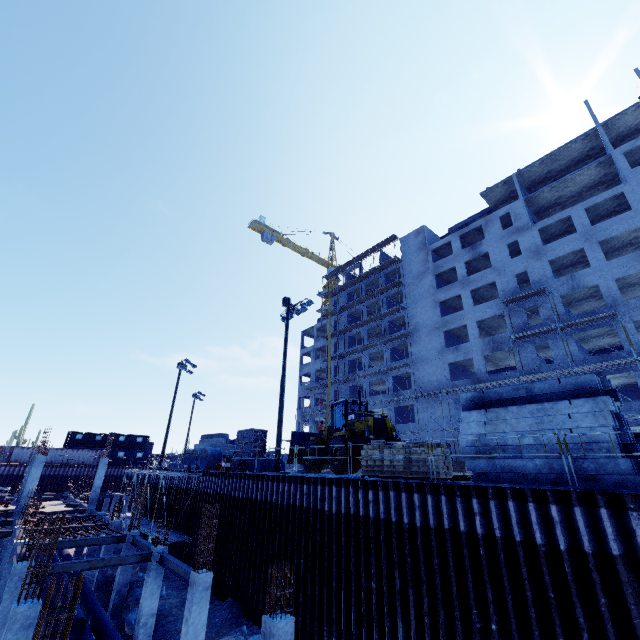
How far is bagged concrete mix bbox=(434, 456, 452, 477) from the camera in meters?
11.6

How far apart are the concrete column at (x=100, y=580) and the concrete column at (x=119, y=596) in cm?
433

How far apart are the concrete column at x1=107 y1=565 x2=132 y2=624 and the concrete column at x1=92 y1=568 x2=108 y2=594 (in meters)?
4.33

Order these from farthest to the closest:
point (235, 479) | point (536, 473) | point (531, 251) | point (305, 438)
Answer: point (531, 251)
point (305, 438)
point (235, 479)
point (536, 473)

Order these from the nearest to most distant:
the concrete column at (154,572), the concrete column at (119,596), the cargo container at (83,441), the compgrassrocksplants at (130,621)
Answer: the concrete column at (154,572)
the compgrassrocksplants at (130,621)
the concrete column at (119,596)
the cargo container at (83,441)

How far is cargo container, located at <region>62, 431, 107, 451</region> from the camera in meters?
52.1

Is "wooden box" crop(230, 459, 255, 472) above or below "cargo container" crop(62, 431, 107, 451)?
below

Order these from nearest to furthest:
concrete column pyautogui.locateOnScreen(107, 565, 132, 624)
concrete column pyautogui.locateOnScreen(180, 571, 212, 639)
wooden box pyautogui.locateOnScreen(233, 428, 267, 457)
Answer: concrete column pyautogui.locateOnScreen(180, 571, 212, 639) < concrete column pyautogui.locateOnScreen(107, 565, 132, 624) < wooden box pyautogui.locateOnScreen(233, 428, 267, 457)
